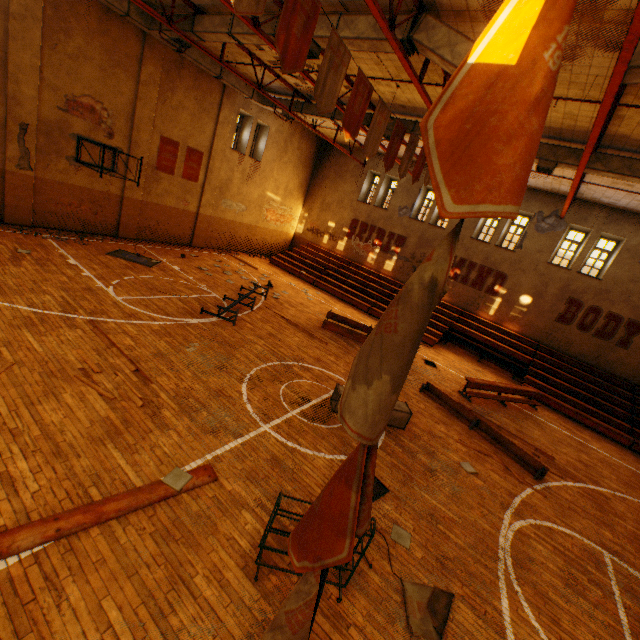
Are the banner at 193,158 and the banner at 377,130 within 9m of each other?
no

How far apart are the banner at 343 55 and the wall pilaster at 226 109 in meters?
13.4 m

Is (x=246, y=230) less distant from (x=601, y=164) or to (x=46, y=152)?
(x=46, y=152)

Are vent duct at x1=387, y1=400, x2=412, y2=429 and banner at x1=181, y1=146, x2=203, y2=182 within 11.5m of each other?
no

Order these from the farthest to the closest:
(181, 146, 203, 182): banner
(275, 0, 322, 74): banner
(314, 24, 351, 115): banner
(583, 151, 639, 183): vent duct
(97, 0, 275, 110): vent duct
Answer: (181, 146, 203, 182): banner
(97, 0, 275, 110): vent duct
(583, 151, 639, 183): vent duct
(314, 24, 351, 115): banner
(275, 0, 322, 74): banner

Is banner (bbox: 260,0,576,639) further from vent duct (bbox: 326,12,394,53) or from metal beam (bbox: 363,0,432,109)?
metal beam (bbox: 363,0,432,109)

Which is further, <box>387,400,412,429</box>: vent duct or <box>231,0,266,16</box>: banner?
<box>387,400,412,429</box>: vent duct

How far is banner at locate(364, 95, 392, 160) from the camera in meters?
7.3
